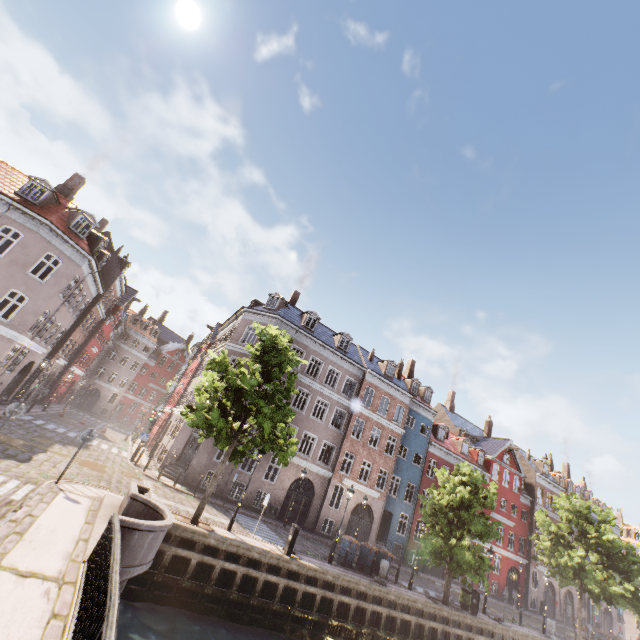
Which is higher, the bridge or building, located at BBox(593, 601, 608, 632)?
building, located at BBox(593, 601, 608, 632)

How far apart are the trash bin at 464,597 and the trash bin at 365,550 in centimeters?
672cm

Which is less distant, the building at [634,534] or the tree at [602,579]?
the tree at [602,579]

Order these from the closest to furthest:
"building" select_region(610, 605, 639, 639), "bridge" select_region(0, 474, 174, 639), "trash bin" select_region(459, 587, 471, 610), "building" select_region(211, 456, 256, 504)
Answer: "bridge" select_region(0, 474, 174, 639), "trash bin" select_region(459, 587, 471, 610), "building" select_region(211, 456, 256, 504), "building" select_region(610, 605, 639, 639)

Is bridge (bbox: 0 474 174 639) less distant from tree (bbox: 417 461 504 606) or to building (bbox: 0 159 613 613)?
tree (bbox: 417 461 504 606)

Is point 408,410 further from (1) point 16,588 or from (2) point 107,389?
(2) point 107,389

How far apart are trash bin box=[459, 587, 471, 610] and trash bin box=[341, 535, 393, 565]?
6.7 meters
